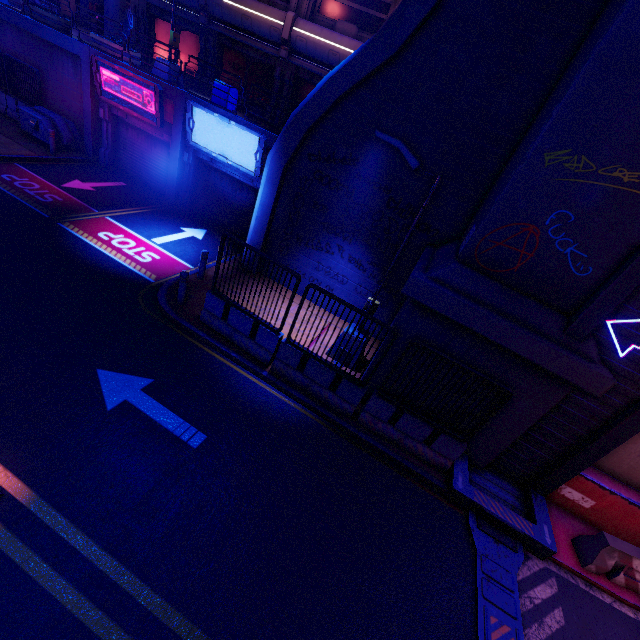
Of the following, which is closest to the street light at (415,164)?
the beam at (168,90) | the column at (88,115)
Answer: the beam at (168,90)

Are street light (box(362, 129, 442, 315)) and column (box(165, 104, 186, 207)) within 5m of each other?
no

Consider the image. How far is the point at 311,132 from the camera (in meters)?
10.10

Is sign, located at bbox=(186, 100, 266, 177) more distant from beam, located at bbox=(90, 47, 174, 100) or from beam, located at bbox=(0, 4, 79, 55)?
beam, located at bbox=(0, 4, 79, 55)

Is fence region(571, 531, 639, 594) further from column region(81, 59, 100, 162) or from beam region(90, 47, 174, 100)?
column region(81, 59, 100, 162)

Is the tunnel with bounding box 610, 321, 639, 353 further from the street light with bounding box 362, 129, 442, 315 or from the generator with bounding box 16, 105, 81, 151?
the generator with bounding box 16, 105, 81, 151

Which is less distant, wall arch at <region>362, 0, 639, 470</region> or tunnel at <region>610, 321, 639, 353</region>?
wall arch at <region>362, 0, 639, 470</region>

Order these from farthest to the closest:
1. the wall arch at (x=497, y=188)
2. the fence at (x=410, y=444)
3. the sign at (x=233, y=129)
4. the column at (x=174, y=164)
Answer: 1. the column at (x=174, y=164)
2. the sign at (x=233, y=129)
3. the fence at (x=410, y=444)
4. the wall arch at (x=497, y=188)
